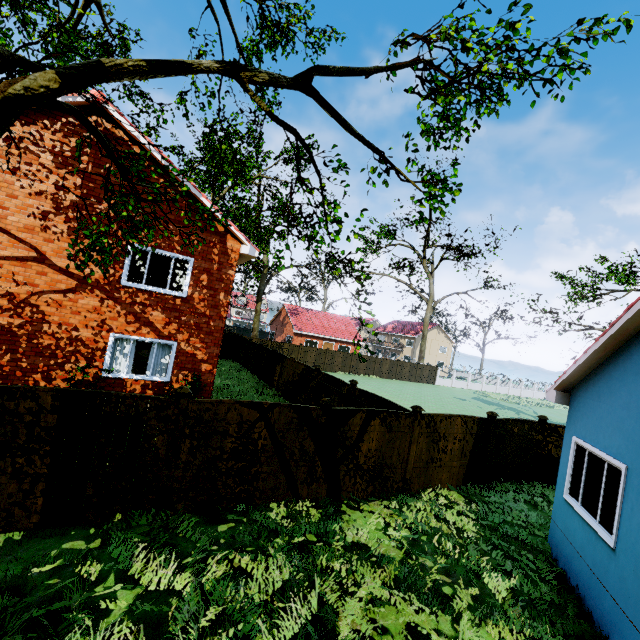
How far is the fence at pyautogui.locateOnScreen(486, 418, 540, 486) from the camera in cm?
1091

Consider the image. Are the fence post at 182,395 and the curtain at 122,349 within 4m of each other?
no

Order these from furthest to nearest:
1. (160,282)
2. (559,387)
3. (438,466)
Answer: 1. (160,282)
2. (438,466)
3. (559,387)

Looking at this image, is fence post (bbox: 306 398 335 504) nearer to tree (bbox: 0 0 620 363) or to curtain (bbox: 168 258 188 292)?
tree (bbox: 0 0 620 363)

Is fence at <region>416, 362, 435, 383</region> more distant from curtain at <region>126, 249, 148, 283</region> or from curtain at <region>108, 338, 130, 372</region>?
curtain at <region>126, 249, 148, 283</region>

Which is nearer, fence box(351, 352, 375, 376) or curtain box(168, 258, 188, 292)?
curtain box(168, 258, 188, 292)

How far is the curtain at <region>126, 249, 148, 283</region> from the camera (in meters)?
10.63

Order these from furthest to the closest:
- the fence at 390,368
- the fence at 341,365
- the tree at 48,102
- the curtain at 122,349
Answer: the fence at 390,368 < the fence at 341,365 < the curtain at 122,349 < the tree at 48,102
